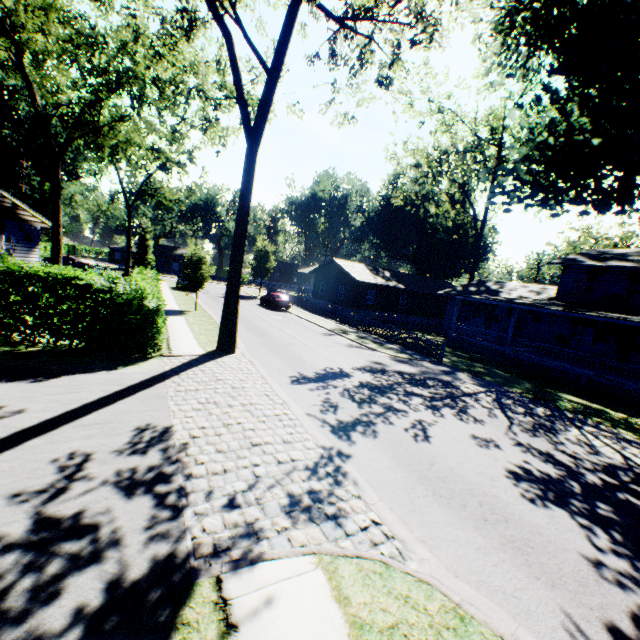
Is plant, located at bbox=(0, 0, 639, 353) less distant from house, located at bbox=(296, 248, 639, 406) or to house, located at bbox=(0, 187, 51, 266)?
house, located at bbox=(296, 248, 639, 406)

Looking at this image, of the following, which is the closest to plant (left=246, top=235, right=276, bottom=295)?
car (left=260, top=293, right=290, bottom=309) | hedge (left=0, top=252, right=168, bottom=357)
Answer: car (left=260, top=293, right=290, bottom=309)

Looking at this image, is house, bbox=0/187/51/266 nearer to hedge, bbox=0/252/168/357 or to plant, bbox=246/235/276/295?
hedge, bbox=0/252/168/357

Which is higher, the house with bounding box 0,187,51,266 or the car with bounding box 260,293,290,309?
the house with bounding box 0,187,51,266

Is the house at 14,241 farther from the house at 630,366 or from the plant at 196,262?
the house at 630,366

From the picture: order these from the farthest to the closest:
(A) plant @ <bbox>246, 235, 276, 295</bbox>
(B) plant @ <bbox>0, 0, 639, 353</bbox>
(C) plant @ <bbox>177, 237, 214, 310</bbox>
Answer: (A) plant @ <bbox>246, 235, 276, 295</bbox>
(C) plant @ <bbox>177, 237, 214, 310</bbox>
(B) plant @ <bbox>0, 0, 639, 353</bbox>

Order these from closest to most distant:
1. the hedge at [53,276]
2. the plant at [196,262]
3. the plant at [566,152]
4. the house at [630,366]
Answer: the hedge at [53,276], the plant at [566,152], the house at [630,366], the plant at [196,262]

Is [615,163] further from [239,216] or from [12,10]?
[12,10]
